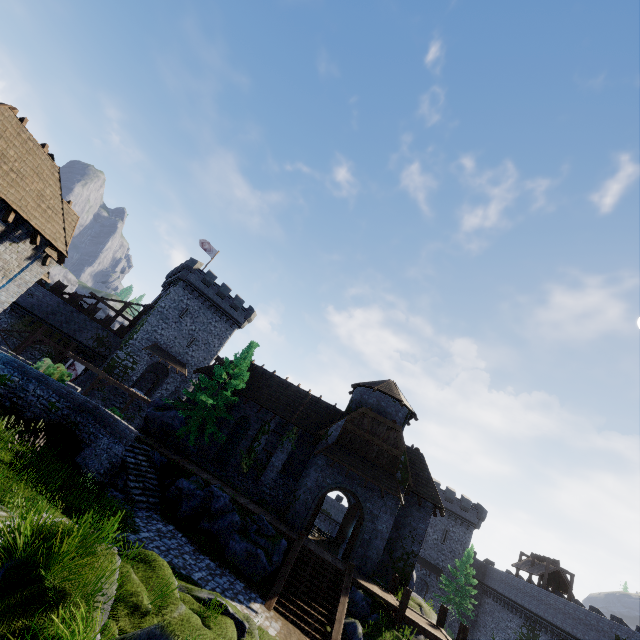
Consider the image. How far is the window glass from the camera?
25.1 meters

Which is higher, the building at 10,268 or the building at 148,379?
the building at 10,268

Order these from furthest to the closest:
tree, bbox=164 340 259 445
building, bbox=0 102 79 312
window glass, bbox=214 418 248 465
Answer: window glass, bbox=214 418 248 465
tree, bbox=164 340 259 445
building, bbox=0 102 79 312

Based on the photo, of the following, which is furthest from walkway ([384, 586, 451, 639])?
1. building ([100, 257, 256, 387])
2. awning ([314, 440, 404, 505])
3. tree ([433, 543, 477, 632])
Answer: building ([100, 257, 256, 387])

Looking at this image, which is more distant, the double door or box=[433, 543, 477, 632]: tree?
box=[433, 543, 477, 632]: tree

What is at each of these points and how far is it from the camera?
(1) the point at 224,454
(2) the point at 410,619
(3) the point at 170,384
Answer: (1) window glass, 25.3 meters
(2) walkway, 16.0 meters
(3) building, 40.2 meters

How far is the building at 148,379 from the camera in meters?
44.8 m

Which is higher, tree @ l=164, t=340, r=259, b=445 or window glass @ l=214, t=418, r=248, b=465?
tree @ l=164, t=340, r=259, b=445
